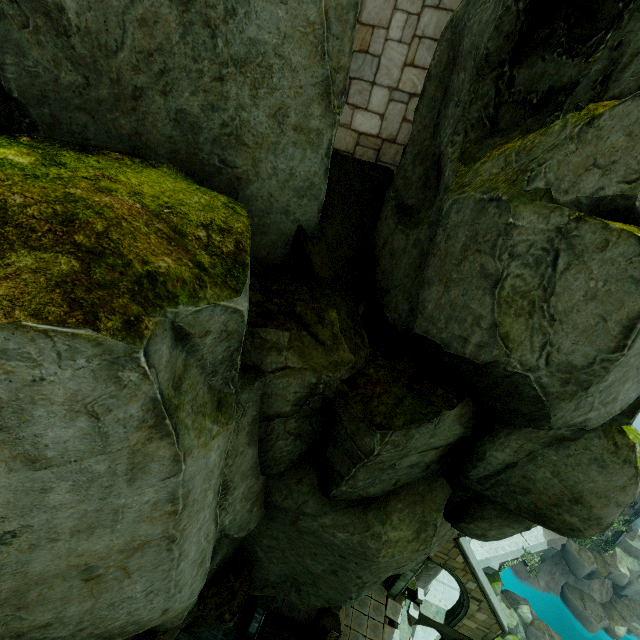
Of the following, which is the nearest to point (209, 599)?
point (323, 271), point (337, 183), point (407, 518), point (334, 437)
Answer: point (407, 518)

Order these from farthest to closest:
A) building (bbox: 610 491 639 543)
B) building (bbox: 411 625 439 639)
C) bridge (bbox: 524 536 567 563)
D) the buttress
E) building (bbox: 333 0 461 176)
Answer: bridge (bbox: 524 536 567 563) < building (bbox: 610 491 639 543) < building (bbox: 411 625 439 639) < the buttress < building (bbox: 333 0 461 176)

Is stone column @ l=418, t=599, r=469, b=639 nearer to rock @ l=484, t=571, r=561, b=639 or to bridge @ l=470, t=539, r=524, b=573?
rock @ l=484, t=571, r=561, b=639

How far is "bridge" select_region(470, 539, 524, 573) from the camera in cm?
3039

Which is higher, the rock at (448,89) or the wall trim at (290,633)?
the rock at (448,89)

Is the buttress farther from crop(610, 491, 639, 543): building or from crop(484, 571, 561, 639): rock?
crop(610, 491, 639, 543): building

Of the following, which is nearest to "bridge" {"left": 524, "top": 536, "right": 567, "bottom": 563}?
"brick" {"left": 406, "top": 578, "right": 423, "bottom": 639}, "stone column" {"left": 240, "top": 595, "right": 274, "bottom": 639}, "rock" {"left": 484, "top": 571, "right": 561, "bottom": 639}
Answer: "rock" {"left": 484, "top": 571, "right": 561, "bottom": 639}

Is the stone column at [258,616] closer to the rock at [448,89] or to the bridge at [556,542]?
the rock at [448,89]
